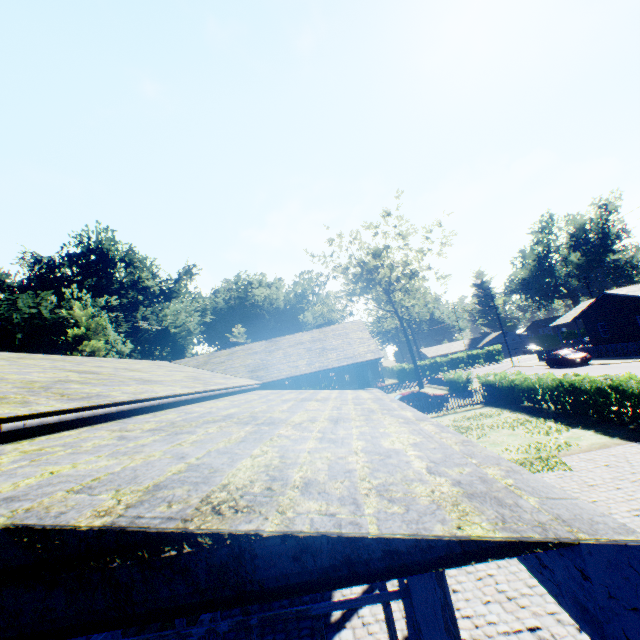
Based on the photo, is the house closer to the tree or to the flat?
the tree

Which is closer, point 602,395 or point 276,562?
point 276,562

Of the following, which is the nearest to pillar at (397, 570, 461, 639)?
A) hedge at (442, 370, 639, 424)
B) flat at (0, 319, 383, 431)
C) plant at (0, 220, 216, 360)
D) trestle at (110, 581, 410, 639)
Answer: trestle at (110, 581, 410, 639)

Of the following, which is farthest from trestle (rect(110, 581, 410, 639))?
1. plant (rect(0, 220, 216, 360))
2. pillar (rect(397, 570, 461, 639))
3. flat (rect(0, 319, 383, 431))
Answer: plant (rect(0, 220, 216, 360))

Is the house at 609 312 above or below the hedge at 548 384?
above

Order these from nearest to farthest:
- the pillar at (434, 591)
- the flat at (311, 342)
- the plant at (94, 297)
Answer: the pillar at (434, 591), the flat at (311, 342), the plant at (94, 297)

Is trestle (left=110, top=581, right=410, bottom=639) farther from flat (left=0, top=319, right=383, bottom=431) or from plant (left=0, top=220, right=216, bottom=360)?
plant (left=0, top=220, right=216, bottom=360)

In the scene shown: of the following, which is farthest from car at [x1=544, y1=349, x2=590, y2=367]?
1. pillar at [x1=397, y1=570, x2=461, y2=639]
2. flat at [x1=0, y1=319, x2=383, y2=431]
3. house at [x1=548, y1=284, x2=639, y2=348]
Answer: pillar at [x1=397, y1=570, x2=461, y2=639]
